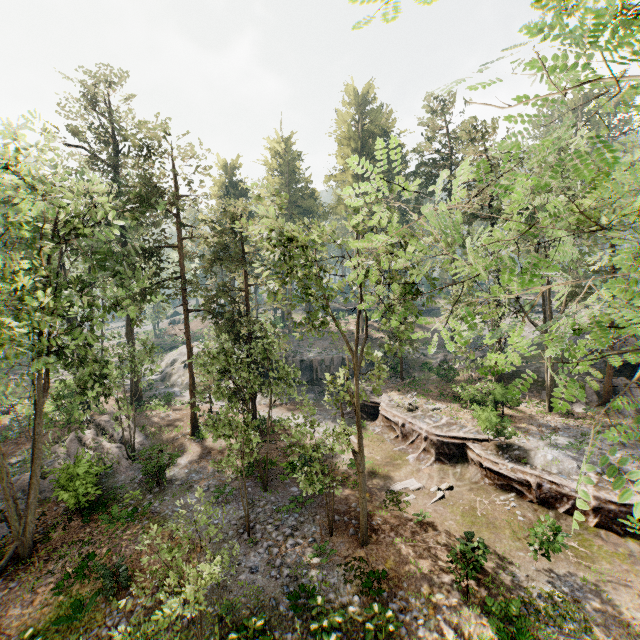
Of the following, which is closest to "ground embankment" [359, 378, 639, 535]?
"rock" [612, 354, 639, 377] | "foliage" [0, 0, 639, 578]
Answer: "foliage" [0, 0, 639, 578]

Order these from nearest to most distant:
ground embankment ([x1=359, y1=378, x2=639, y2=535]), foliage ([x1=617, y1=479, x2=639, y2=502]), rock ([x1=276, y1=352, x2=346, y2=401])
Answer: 1. foliage ([x1=617, y1=479, x2=639, y2=502])
2. ground embankment ([x1=359, y1=378, x2=639, y2=535])
3. rock ([x1=276, y1=352, x2=346, y2=401])

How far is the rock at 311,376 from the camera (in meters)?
36.03

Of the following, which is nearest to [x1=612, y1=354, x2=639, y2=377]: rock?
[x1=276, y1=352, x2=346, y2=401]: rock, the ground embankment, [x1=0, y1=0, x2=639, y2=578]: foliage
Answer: [x1=0, y1=0, x2=639, y2=578]: foliage

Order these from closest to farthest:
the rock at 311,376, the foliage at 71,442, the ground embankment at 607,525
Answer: the foliage at 71,442, the ground embankment at 607,525, the rock at 311,376

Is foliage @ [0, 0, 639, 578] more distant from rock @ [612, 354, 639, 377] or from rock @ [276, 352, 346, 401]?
rock @ [276, 352, 346, 401]

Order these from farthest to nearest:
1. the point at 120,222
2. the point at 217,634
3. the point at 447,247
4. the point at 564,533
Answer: the point at 447,247 < the point at 120,222 < the point at 564,533 < the point at 217,634

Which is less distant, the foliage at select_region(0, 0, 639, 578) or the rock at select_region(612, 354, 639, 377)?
the foliage at select_region(0, 0, 639, 578)
